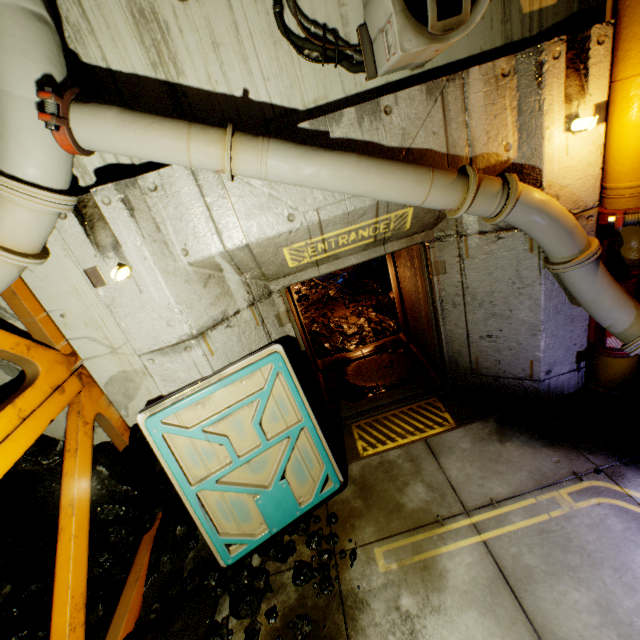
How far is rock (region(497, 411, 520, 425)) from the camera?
4.2m

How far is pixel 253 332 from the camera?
3.9m

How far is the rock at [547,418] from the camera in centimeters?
395cm

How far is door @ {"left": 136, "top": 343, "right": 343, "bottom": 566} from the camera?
3.3m

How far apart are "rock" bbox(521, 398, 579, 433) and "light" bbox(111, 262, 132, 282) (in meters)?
4.99

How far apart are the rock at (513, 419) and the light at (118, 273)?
4.7m

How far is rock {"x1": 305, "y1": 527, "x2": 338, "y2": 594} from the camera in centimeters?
323cm

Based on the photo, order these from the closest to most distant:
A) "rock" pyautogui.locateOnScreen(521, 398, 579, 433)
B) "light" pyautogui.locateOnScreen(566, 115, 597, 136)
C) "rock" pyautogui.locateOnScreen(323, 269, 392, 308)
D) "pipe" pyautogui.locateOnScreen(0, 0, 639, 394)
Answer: "pipe" pyautogui.locateOnScreen(0, 0, 639, 394) → "light" pyautogui.locateOnScreen(566, 115, 597, 136) → "rock" pyautogui.locateOnScreen(521, 398, 579, 433) → "rock" pyautogui.locateOnScreen(323, 269, 392, 308)
